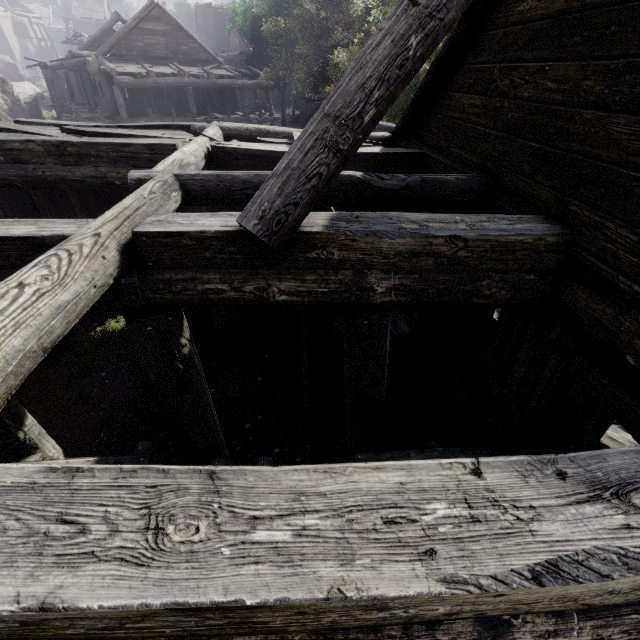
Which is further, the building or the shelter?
the shelter

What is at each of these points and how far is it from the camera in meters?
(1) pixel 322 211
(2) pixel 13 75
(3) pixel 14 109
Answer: (1) building, 4.3 m
(2) shelter, 37.7 m
(3) rock, 22.1 m

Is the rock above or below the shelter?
below

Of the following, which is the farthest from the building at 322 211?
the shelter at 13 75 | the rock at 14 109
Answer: the shelter at 13 75

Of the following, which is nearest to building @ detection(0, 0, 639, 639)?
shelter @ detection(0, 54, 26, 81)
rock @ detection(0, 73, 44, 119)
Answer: rock @ detection(0, 73, 44, 119)

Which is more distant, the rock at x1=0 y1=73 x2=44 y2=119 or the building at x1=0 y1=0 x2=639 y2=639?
the rock at x1=0 y1=73 x2=44 y2=119

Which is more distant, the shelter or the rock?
the shelter
